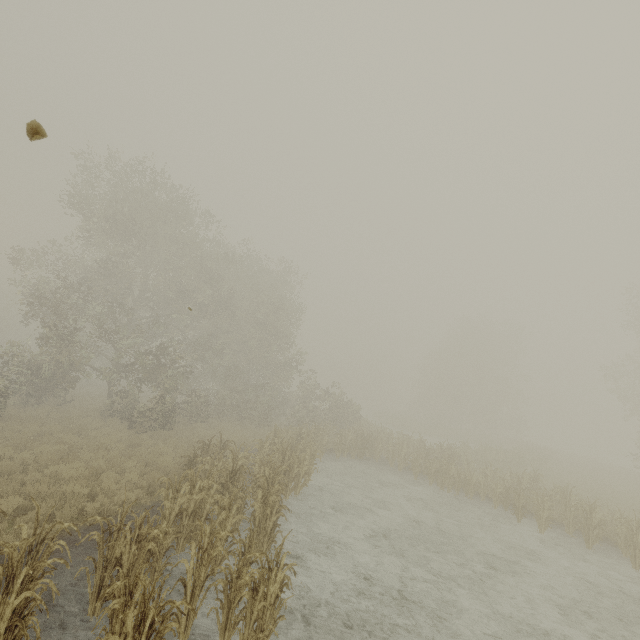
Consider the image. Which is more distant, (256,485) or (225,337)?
(225,337)

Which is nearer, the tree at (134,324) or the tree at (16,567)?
the tree at (16,567)

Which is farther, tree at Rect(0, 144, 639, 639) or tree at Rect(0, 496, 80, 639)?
tree at Rect(0, 144, 639, 639)
